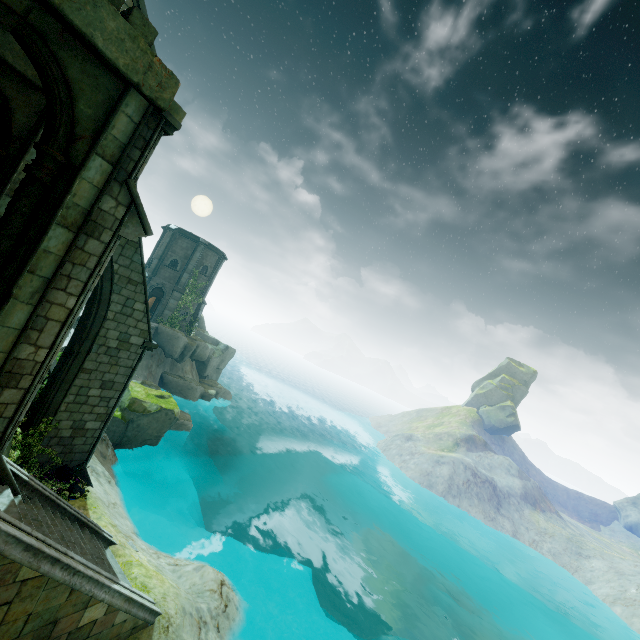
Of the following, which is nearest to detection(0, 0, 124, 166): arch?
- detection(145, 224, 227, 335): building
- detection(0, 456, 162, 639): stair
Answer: detection(0, 456, 162, 639): stair

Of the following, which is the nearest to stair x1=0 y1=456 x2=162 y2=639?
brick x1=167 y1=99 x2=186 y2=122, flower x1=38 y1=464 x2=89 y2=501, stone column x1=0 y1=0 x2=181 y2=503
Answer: stone column x1=0 y1=0 x2=181 y2=503

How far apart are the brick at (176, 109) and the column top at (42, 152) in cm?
220

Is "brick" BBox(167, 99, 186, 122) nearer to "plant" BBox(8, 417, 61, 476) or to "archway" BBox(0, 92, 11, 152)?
"archway" BBox(0, 92, 11, 152)

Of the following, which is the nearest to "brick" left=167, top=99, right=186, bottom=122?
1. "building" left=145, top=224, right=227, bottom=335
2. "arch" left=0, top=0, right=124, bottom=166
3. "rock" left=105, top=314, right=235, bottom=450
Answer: "arch" left=0, top=0, right=124, bottom=166

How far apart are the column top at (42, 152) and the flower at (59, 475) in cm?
965

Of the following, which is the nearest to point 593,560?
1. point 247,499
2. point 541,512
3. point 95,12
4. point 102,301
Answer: point 541,512

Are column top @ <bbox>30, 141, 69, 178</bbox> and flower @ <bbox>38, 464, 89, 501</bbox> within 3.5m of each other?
no
